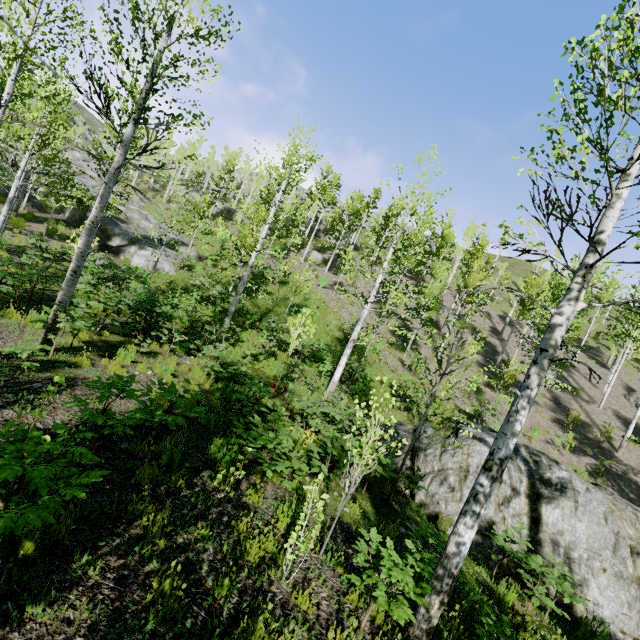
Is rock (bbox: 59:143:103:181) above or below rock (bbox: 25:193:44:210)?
above

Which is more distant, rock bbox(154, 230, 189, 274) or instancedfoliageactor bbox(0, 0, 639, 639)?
Answer: rock bbox(154, 230, 189, 274)

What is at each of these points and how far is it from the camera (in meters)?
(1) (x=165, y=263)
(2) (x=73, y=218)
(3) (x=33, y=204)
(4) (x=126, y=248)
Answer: (1) rock, 22.52
(2) rock, 26.61
(3) rock, 26.58
(4) rock, 22.66

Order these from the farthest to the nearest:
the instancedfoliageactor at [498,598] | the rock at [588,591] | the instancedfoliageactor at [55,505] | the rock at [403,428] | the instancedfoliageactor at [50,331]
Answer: the rock at [403,428] → the rock at [588,591] → the instancedfoliageactor at [498,598] → the instancedfoliageactor at [50,331] → the instancedfoliageactor at [55,505]

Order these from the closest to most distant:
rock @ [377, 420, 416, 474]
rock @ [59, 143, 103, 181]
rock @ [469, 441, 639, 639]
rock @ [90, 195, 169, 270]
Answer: rock @ [469, 441, 639, 639], rock @ [377, 420, 416, 474], rock @ [90, 195, 169, 270], rock @ [59, 143, 103, 181]

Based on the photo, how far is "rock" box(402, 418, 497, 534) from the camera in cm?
852

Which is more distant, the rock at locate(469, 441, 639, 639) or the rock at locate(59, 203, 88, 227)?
the rock at locate(59, 203, 88, 227)

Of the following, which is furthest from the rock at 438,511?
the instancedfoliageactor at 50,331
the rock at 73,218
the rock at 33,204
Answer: the rock at 33,204
